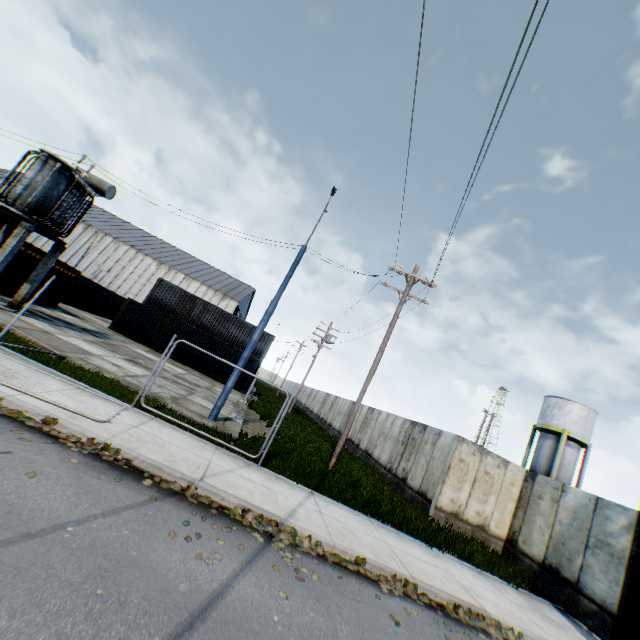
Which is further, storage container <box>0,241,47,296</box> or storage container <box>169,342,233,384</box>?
storage container <box>169,342,233,384</box>

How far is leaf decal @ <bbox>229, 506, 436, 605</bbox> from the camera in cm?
582

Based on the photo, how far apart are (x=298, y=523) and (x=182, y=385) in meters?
11.8

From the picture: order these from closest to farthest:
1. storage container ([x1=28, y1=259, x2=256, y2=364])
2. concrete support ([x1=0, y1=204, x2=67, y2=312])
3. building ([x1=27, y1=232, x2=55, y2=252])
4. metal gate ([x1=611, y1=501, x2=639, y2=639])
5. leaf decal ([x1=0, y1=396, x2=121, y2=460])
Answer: leaf decal ([x1=0, y1=396, x2=121, y2=460]) < metal gate ([x1=611, y1=501, x2=639, y2=639]) < concrete support ([x1=0, y1=204, x2=67, y2=312]) < storage container ([x1=28, y1=259, x2=256, y2=364]) < building ([x1=27, y1=232, x2=55, y2=252])

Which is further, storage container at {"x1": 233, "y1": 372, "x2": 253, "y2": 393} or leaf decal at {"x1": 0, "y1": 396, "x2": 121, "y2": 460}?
storage container at {"x1": 233, "y1": 372, "x2": 253, "y2": 393}

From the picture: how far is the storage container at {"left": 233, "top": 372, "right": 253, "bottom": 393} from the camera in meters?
27.5 m

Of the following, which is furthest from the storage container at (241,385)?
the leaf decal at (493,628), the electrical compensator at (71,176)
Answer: the leaf decal at (493,628)

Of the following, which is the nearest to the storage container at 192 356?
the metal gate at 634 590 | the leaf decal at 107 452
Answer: the leaf decal at 107 452
